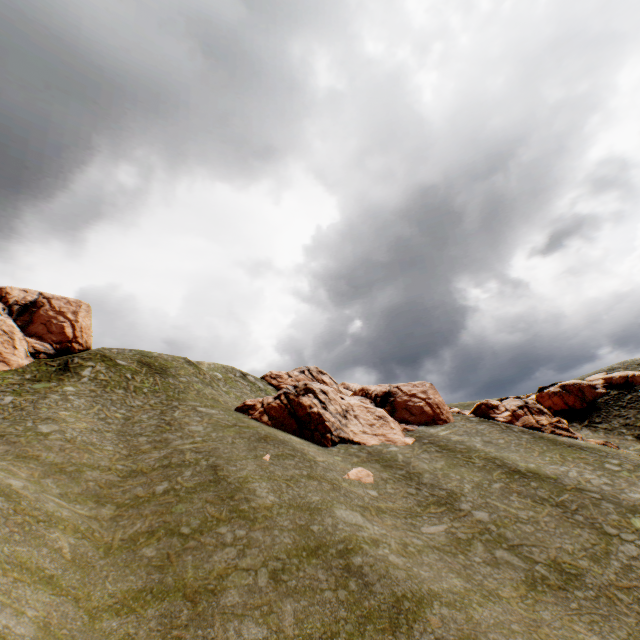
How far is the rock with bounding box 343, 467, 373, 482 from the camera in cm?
2312

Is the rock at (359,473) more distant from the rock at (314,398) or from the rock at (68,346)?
the rock at (68,346)

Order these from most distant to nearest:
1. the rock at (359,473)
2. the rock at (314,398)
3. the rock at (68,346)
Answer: the rock at (68,346)
the rock at (314,398)
the rock at (359,473)

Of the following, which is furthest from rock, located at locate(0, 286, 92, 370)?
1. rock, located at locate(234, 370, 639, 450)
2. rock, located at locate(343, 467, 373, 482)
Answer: rock, located at locate(343, 467, 373, 482)

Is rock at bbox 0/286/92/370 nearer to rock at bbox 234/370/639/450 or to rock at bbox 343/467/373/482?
rock at bbox 234/370/639/450

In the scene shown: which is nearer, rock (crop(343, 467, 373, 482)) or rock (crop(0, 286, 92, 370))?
rock (crop(343, 467, 373, 482))

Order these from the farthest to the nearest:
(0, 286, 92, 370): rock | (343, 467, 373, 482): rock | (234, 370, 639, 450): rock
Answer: (0, 286, 92, 370): rock
(234, 370, 639, 450): rock
(343, 467, 373, 482): rock

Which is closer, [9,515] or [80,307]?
[9,515]
